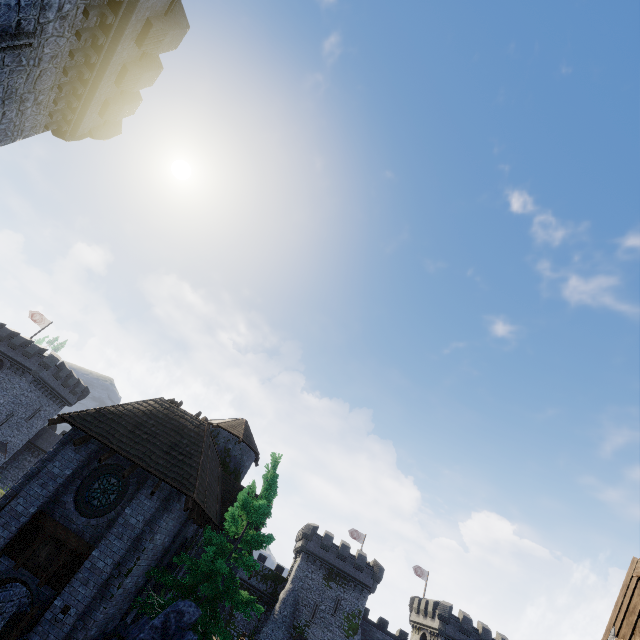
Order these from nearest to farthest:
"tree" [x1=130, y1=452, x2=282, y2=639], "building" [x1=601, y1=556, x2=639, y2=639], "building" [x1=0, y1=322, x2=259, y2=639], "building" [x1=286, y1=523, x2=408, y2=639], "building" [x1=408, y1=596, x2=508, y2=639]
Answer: "building" [x1=601, y1=556, x2=639, y2=639] < "building" [x1=0, y1=322, x2=259, y2=639] < "tree" [x1=130, y1=452, x2=282, y2=639] < "building" [x1=286, y1=523, x2=408, y2=639] < "building" [x1=408, y1=596, x2=508, y2=639]

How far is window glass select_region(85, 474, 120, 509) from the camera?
13.1 meters

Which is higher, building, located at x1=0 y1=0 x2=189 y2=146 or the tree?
building, located at x1=0 y1=0 x2=189 y2=146

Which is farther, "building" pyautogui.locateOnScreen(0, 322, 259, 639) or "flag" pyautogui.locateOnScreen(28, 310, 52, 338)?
"flag" pyautogui.locateOnScreen(28, 310, 52, 338)

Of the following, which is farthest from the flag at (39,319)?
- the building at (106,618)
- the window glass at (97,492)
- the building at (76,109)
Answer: the window glass at (97,492)

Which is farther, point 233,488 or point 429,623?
point 429,623

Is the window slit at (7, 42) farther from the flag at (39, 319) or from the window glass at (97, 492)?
the flag at (39, 319)

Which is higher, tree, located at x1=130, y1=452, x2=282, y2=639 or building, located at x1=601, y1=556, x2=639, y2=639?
building, located at x1=601, y1=556, x2=639, y2=639
